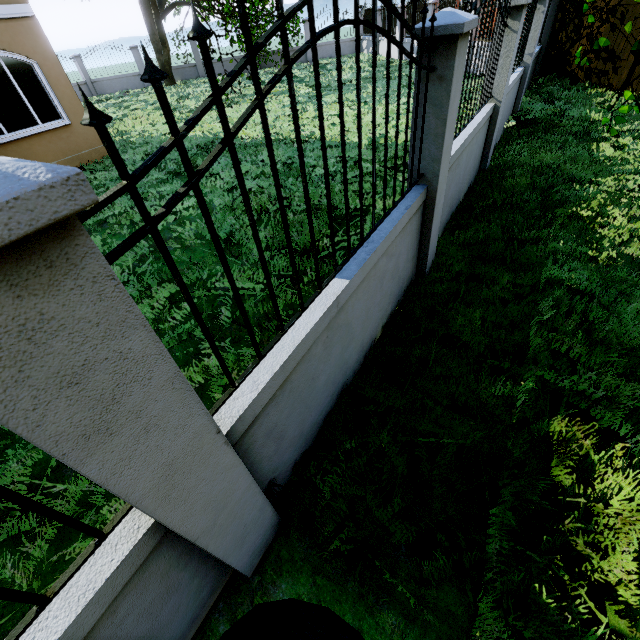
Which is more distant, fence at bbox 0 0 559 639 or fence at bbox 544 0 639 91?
fence at bbox 544 0 639 91

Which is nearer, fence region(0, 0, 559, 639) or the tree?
fence region(0, 0, 559, 639)

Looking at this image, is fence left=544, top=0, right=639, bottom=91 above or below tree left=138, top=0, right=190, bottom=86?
below

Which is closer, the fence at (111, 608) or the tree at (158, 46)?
the fence at (111, 608)

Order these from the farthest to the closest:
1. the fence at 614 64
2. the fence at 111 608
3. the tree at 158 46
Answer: the tree at 158 46 < the fence at 614 64 < the fence at 111 608

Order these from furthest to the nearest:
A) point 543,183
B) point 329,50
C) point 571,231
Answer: point 329,50 → point 543,183 → point 571,231

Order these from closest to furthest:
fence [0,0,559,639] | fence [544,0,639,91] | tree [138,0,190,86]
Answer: fence [0,0,559,639], fence [544,0,639,91], tree [138,0,190,86]
